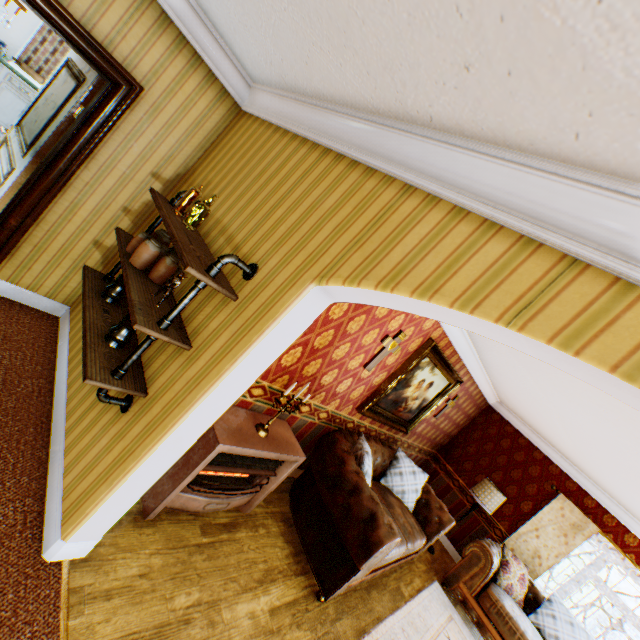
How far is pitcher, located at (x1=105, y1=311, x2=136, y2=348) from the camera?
2.1 meters

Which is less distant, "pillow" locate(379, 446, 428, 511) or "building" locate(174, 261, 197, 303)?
"building" locate(174, 261, 197, 303)

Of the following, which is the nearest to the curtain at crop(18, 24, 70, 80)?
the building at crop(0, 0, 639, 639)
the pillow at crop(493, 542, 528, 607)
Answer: the building at crop(0, 0, 639, 639)

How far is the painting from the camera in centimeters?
429cm

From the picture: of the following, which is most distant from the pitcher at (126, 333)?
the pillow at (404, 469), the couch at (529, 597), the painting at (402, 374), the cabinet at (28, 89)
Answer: the cabinet at (28, 89)

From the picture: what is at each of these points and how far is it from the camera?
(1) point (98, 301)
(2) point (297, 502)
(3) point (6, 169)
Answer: (1) shelf, 2.4 meters
(2) couch, 3.8 meters
(3) childactor, 3.0 meters

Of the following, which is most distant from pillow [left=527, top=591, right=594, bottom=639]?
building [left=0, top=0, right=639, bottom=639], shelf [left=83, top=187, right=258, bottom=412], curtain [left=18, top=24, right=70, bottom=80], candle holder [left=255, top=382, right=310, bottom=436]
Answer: curtain [left=18, top=24, right=70, bottom=80]

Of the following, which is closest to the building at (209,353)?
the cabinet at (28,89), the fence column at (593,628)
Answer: the cabinet at (28,89)
